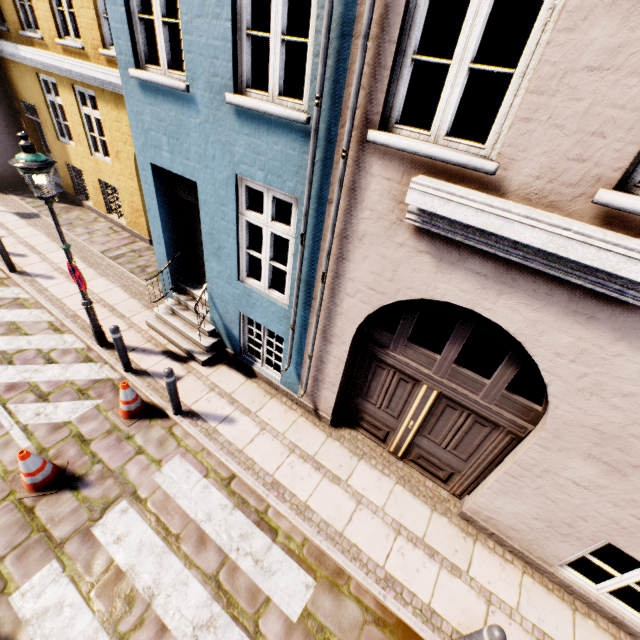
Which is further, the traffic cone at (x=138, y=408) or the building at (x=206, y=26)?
the traffic cone at (x=138, y=408)

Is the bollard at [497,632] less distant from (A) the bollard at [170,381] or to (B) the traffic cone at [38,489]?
(A) the bollard at [170,381]

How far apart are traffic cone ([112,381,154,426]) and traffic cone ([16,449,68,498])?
0.88m

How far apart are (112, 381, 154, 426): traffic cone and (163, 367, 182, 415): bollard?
0.4m

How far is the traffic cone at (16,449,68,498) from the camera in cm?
432

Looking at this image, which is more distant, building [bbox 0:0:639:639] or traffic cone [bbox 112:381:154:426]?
traffic cone [bbox 112:381:154:426]

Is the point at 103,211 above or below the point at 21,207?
above

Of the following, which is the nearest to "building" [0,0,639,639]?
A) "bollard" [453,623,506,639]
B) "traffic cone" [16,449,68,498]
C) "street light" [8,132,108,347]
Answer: "street light" [8,132,108,347]
